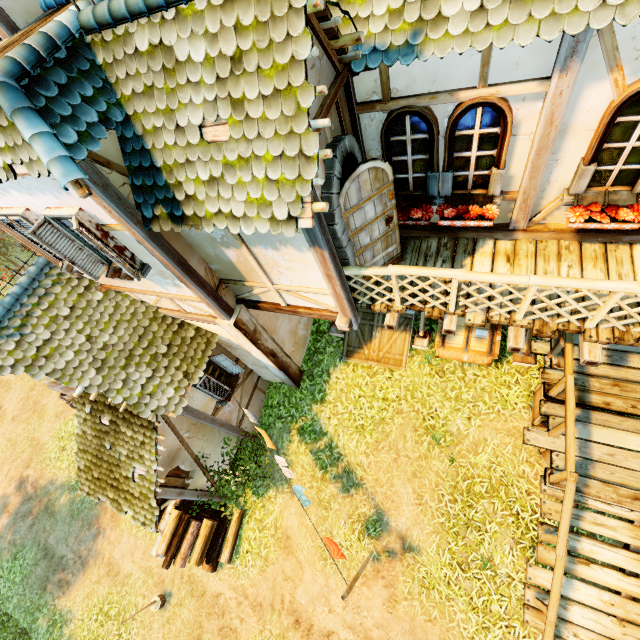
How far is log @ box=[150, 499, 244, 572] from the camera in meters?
8.6

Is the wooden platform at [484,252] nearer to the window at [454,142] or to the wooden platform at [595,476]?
the window at [454,142]

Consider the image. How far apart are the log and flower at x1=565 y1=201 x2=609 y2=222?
10.7m

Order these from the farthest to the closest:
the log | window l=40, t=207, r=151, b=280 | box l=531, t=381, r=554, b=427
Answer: the log, box l=531, t=381, r=554, b=427, window l=40, t=207, r=151, b=280

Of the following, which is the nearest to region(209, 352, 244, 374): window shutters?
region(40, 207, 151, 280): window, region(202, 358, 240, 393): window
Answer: region(202, 358, 240, 393): window

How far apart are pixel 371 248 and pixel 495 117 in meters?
2.3 m

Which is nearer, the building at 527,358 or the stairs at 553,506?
the stairs at 553,506

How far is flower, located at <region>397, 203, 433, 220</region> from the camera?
5.1m
